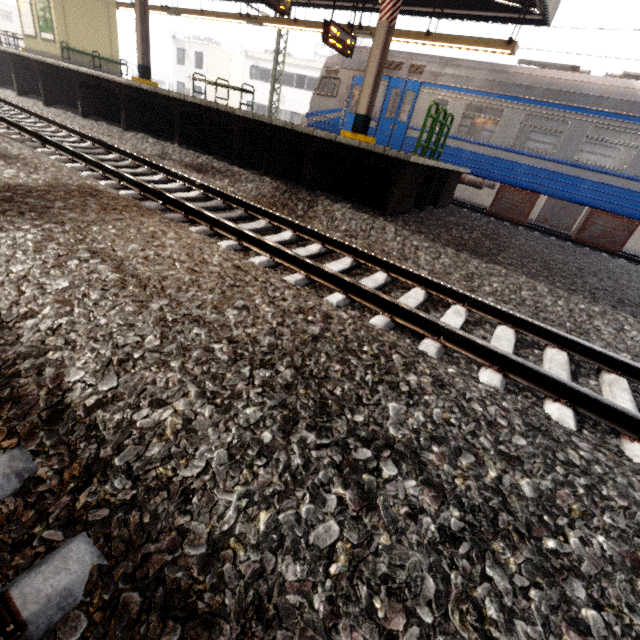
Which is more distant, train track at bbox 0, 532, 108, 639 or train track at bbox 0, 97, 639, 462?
train track at bbox 0, 97, 639, 462

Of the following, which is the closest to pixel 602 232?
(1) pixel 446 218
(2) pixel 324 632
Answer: (1) pixel 446 218

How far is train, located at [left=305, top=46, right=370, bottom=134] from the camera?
11.3m

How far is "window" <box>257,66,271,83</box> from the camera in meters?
31.2

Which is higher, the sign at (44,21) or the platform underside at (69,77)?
the sign at (44,21)

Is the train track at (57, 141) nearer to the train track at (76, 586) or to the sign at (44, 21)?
the train track at (76, 586)

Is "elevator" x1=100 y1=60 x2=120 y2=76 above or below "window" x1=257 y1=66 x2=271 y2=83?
below

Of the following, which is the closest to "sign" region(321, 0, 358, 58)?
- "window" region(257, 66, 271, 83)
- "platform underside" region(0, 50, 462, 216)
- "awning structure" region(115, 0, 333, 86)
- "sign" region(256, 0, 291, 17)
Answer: "awning structure" region(115, 0, 333, 86)
